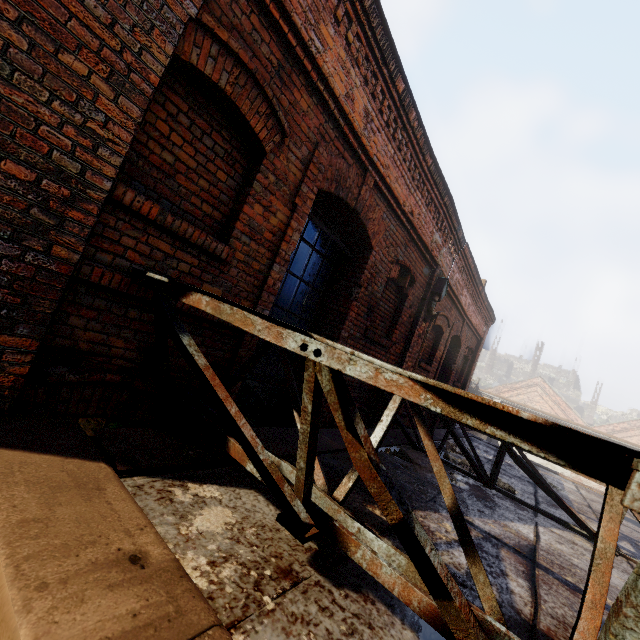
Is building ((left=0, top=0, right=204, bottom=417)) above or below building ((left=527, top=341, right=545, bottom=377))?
below

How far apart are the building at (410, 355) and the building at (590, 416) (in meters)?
66.92

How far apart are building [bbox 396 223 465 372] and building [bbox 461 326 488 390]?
5.79m

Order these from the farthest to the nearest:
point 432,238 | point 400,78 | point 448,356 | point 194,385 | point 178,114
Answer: point 448,356
point 432,238
point 400,78
point 194,385
point 178,114

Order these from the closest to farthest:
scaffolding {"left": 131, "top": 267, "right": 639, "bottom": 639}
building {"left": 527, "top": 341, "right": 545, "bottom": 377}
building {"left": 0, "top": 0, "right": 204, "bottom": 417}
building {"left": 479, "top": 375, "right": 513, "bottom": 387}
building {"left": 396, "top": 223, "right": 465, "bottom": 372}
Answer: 1. scaffolding {"left": 131, "top": 267, "right": 639, "bottom": 639}
2. building {"left": 0, "top": 0, "right": 204, "bottom": 417}
3. building {"left": 396, "top": 223, "right": 465, "bottom": 372}
4. building {"left": 527, "top": 341, "right": 545, "bottom": 377}
5. building {"left": 479, "top": 375, "right": 513, "bottom": 387}

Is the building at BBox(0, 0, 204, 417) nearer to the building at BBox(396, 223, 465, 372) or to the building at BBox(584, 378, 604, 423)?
the building at BBox(396, 223, 465, 372)

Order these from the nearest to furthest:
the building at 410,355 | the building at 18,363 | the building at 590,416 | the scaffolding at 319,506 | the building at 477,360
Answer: the scaffolding at 319,506 → the building at 18,363 → the building at 410,355 → the building at 477,360 → the building at 590,416

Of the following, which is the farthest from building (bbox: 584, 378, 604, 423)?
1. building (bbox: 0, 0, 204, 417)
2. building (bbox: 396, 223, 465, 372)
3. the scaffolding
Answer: building (bbox: 0, 0, 204, 417)
